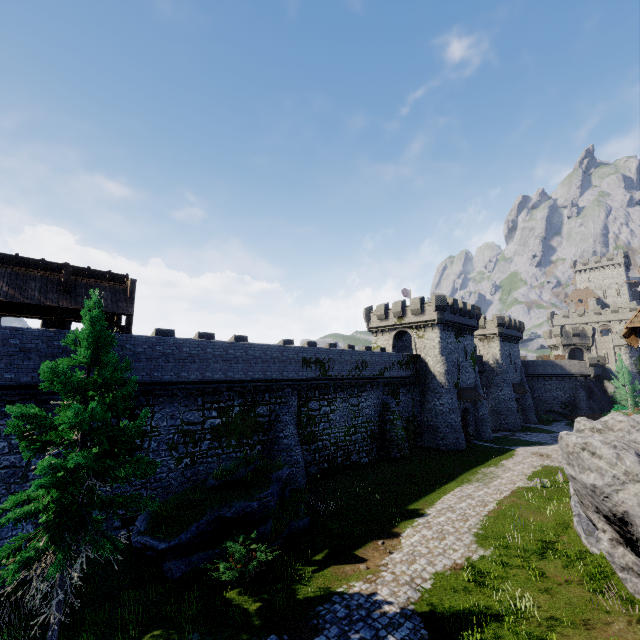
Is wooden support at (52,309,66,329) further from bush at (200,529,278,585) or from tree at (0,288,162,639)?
bush at (200,529,278,585)

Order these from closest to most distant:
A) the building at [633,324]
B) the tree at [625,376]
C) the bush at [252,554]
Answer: the bush at [252,554], the building at [633,324], the tree at [625,376]

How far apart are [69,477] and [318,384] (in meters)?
19.45

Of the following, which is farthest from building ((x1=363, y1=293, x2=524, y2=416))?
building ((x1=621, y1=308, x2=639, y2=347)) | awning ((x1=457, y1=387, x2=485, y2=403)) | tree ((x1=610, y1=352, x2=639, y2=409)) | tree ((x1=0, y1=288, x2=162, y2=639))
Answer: tree ((x1=0, y1=288, x2=162, y2=639))

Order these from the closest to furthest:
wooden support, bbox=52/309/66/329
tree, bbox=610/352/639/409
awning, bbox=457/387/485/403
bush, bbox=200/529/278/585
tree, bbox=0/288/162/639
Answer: tree, bbox=0/288/162/639 < bush, bbox=200/529/278/585 < wooden support, bbox=52/309/66/329 < awning, bbox=457/387/485/403 < tree, bbox=610/352/639/409

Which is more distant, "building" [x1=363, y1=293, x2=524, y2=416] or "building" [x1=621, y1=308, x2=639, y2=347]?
"building" [x1=363, y1=293, x2=524, y2=416]

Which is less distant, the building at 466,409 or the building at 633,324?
the building at 633,324

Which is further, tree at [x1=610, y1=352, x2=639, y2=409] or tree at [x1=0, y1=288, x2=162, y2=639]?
tree at [x1=610, y1=352, x2=639, y2=409]
